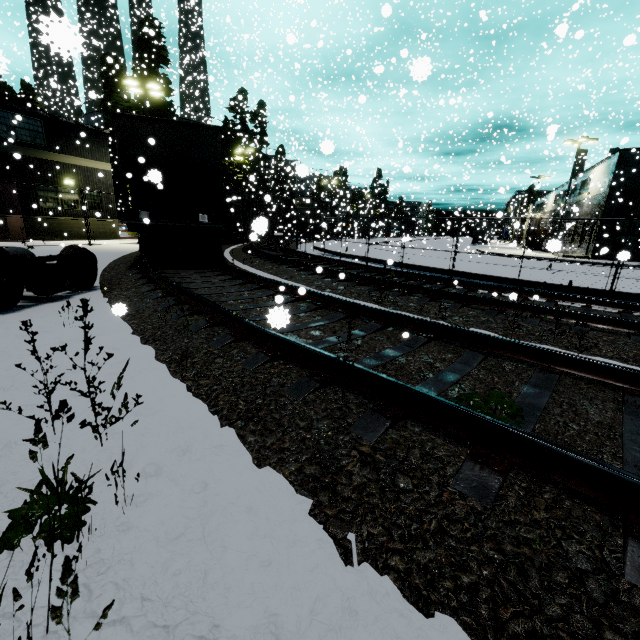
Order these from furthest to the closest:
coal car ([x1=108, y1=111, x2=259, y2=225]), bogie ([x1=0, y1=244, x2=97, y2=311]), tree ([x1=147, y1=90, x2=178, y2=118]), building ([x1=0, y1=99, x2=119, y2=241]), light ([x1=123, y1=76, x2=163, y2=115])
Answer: tree ([x1=147, y1=90, x2=178, y2=118]), light ([x1=123, y1=76, x2=163, y2=115]), building ([x1=0, y1=99, x2=119, y2=241]), coal car ([x1=108, y1=111, x2=259, y2=225]), bogie ([x1=0, y1=244, x2=97, y2=311])

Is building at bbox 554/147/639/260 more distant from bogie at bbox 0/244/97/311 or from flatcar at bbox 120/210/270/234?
bogie at bbox 0/244/97/311

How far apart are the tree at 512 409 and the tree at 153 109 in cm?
3935

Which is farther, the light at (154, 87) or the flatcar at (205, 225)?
the light at (154, 87)

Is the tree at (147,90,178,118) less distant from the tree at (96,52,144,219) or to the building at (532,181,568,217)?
the tree at (96,52,144,219)

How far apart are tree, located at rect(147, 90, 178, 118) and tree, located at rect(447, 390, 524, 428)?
39.35m

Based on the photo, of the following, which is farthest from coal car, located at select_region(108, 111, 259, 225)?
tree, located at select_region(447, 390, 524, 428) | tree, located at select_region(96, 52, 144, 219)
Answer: tree, located at select_region(96, 52, 144, 219)

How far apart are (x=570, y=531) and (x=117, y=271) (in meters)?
11.23
